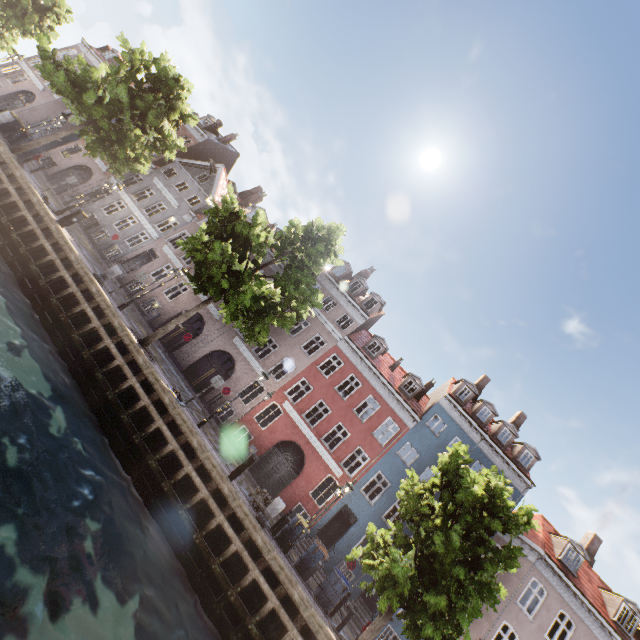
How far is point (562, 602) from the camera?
18.73m

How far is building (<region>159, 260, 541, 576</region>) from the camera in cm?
2056

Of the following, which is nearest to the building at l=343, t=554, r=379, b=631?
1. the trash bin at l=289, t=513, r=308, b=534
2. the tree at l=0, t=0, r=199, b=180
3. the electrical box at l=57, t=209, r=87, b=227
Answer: the tree at l=0, t=0, r=199, b=180

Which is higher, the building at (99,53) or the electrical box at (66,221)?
the building at (99,53)

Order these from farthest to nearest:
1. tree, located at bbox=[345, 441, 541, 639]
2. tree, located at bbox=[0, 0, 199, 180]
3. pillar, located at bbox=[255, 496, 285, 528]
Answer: tree, located at bbox=[0, 0, 199, 180]
pillar, located at bbox=[255, 496, 285, 528]
tree, located at bbox=[345, 441, 541, 639]

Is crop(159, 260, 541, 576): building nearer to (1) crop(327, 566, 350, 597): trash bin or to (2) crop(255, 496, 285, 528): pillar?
(1) crop(327, 566, 350, 597): trash bin

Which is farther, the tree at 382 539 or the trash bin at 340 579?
the trash bin at 340 579
